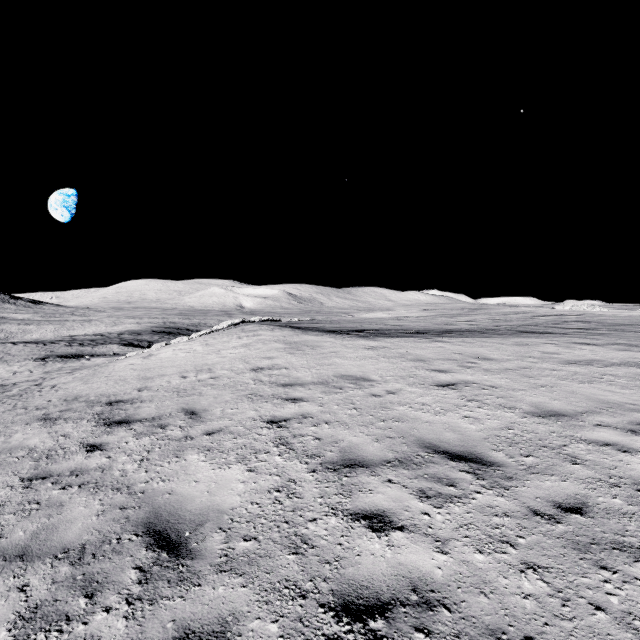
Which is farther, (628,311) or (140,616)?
(628,311)
